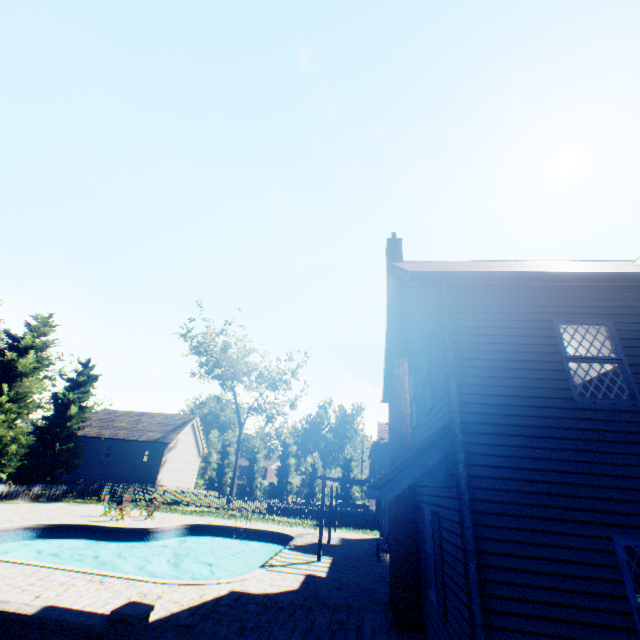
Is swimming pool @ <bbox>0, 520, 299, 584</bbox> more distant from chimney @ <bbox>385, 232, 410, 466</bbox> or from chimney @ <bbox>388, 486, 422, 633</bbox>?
chimney @ <bbox>385, 232, 410, 466</bbox>

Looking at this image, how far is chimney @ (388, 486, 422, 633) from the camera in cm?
752

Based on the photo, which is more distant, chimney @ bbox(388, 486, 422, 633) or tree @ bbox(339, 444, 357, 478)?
tree @ bbox(339, 444, 357, 478)

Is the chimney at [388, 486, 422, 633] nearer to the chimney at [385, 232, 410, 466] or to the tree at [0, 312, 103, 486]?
the chimney at [385, 232, 410, 466]

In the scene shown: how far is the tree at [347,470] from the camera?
54.0m

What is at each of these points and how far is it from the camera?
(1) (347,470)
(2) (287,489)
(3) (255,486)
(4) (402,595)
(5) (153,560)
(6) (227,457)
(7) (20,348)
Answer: (1) tree, 54.0 meters
(2) tree, 54.3 meters
(3) tree, 55.6 meters
(4) chimney, 7.7 meters
(5) swimming pool, 17.3 meters
(6) tree, 57.4 meters
(7) tree, 24.9 meters

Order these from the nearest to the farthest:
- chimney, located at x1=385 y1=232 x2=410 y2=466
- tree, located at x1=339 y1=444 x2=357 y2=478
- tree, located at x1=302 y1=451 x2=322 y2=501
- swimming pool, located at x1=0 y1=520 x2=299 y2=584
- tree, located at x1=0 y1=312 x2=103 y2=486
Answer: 1. chimney, located at x1=385 y1=232 x2=410 y2=466
2. swimming pool, located at x1=0 y1=520 x2=299 y2=584
3. tree, located at x1=0 y1=312 x2=103 y2=486
4. tree, located at x1=302 y1=451 x2=322 y2=501
5. tree, located at x1=339 y1=444 x2=357 y2=478

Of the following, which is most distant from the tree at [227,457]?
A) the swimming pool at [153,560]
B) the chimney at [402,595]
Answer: the chimney at [402,595]
